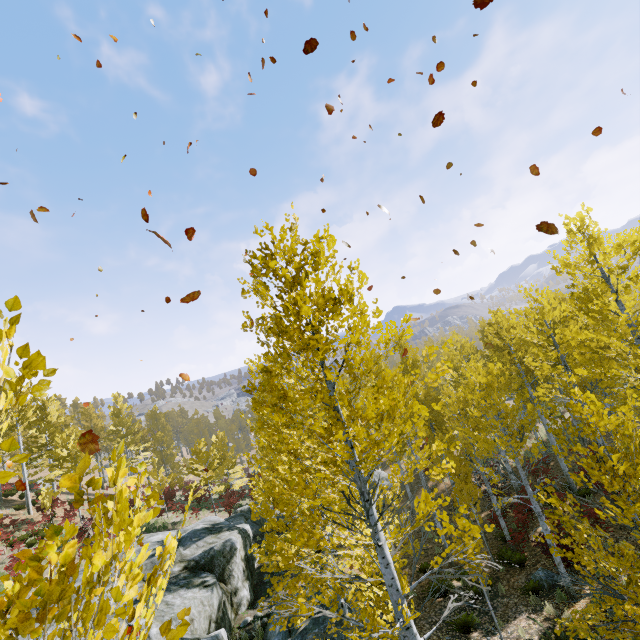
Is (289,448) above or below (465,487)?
above

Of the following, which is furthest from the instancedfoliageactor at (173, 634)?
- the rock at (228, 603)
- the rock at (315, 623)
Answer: the rock at (315, 623)

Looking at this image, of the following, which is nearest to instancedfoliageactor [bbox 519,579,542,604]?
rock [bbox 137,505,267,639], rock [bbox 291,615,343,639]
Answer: rock [bbox 137,505,267,639]

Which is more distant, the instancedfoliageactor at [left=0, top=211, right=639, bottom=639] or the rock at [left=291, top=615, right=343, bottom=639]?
the rock at [left=291, top=615, right=343, bottom=639]

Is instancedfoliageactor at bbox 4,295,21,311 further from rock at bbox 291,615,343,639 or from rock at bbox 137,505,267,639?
rock at bbox 291,615,343,639

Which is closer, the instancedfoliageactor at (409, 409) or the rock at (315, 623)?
the instancedfoliageactor at (409, 409)
